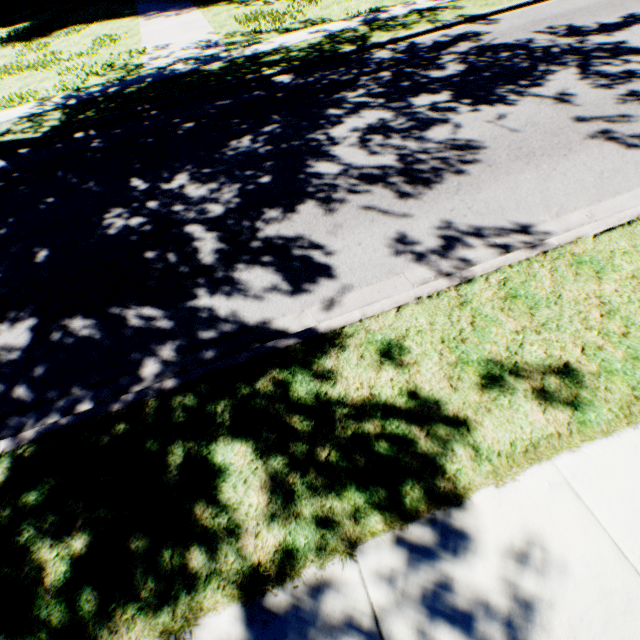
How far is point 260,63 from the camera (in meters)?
9.69
